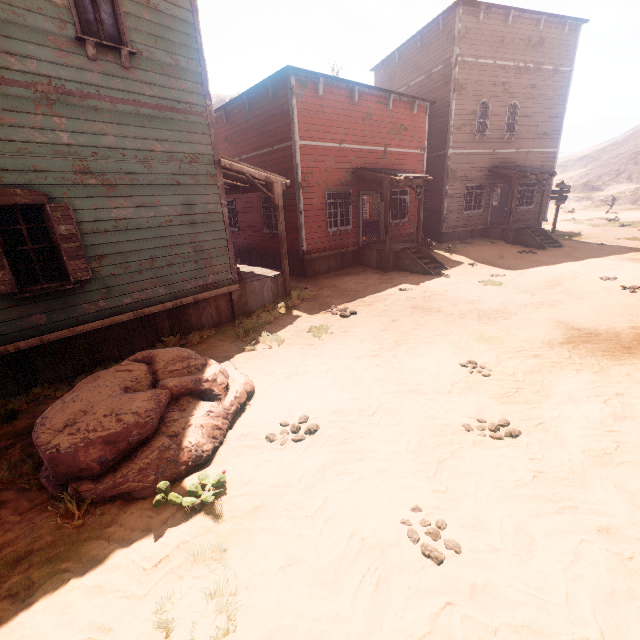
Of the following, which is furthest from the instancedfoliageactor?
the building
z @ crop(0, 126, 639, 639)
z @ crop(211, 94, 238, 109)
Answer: z @ crop(211, 94, 238, 109)

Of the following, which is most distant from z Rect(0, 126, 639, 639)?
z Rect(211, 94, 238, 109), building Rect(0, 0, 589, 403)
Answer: z Rect(211, 94, 238, 109)

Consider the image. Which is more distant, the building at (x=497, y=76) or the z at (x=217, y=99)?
the z at (x=217, y=99)

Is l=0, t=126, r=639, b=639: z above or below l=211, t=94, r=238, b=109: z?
below

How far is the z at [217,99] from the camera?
54.1 meters

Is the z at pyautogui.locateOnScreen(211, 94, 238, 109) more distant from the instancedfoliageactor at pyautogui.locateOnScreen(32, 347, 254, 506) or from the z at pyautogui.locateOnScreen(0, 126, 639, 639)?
the instancedfoliageactor at pyautogui.locateOnScreen(32, 347, 254, 506)

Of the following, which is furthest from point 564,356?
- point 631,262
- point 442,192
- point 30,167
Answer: point 442,192

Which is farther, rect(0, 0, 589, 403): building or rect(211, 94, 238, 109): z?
rect(211, 94, 238, 109): z
